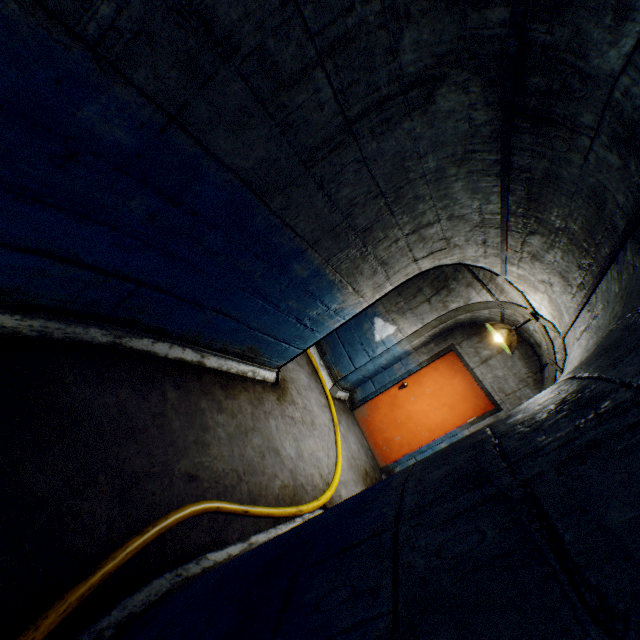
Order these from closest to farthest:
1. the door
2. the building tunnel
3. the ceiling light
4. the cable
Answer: the building tunnel
the cable
the ceiling light
the door

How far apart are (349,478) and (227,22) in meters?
4.6

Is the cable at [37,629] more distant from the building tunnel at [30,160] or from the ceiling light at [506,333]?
→ the ceiling light at [506,333]

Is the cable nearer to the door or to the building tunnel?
the building tunnel

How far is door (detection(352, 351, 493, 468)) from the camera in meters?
5.2 m

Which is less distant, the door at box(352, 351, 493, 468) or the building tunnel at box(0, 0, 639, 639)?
the building tunnel at box(0, 0, 639, 639)

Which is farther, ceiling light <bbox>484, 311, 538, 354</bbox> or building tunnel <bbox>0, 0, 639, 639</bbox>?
ceiling light <bbox>484, 311, 538, 354</bbox>

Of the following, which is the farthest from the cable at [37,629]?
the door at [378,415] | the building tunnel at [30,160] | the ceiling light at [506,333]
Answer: the ceiling light at [506,333]
